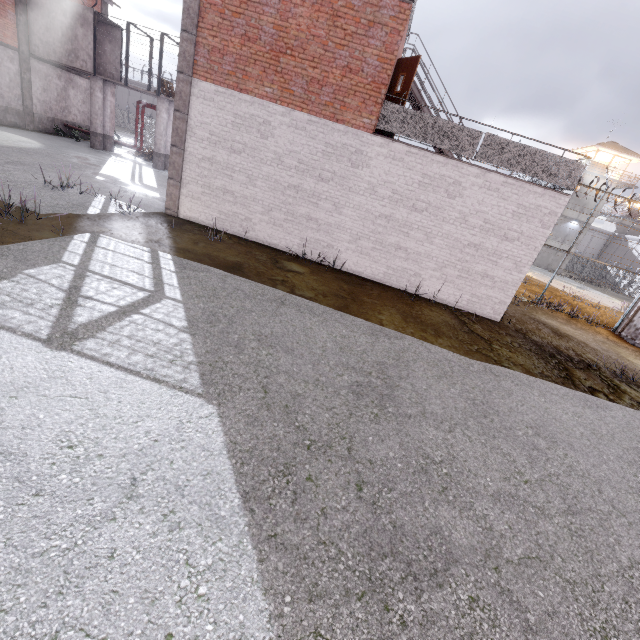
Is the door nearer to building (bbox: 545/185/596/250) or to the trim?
the trim

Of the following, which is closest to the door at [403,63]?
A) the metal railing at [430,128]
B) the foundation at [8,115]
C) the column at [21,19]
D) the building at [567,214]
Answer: the metal railing at [430,128]

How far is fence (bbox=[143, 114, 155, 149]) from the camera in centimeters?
2906cm

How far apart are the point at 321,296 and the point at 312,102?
5.9m

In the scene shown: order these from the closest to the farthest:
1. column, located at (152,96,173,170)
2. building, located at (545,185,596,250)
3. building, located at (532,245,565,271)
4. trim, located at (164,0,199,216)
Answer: trim, located at (164,0,199,216), column, located at (152,96,173,170), building, located at (545,185,596,250), building, located at (532,245,565,271)

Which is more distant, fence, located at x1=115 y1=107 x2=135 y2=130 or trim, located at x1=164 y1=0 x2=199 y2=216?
fence, located at x1=115 y1=107 x2=135 y2=130

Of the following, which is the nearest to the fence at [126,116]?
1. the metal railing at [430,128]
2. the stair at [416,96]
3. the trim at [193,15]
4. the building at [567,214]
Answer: the metal railing at [430,128]
